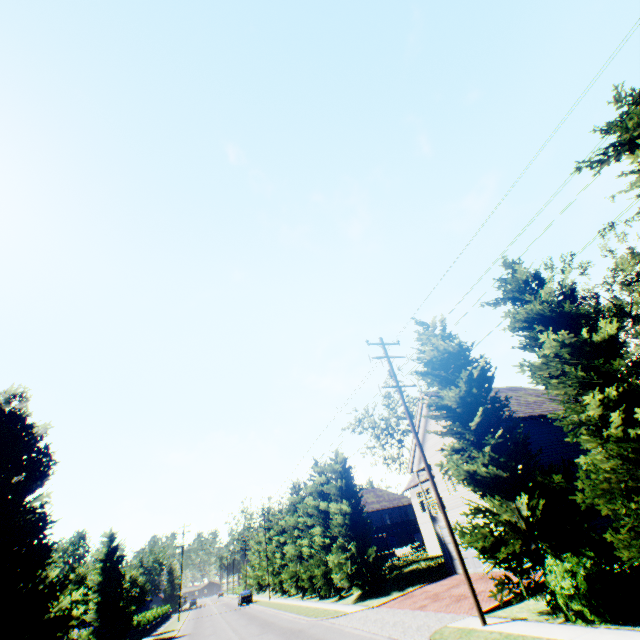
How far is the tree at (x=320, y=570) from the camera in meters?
24.6 m

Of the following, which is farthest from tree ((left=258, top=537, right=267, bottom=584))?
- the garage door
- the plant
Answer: the garage door

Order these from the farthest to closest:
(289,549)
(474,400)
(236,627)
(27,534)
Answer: (289,549), (236,627), (27,534), (474,400)

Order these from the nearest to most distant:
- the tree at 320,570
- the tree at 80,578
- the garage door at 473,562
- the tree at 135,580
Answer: the garage door at 473,562 → the tree at 320,570 → the tree at 80,578 → the tree at 135,580

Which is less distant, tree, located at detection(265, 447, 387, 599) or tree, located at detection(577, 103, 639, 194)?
tree, located at detection(577, 103, 639, 194)

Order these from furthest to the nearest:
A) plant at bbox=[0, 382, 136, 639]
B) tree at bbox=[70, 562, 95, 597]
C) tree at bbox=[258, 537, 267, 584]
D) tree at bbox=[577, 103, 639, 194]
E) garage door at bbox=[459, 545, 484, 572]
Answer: tree at bbox=[258, 537, 267, 584] < tree at bbox=[70, 562, 95, 597] < garage door at bbox=[459, 545, 484, 572] < plant at bbox=[0, 382, 136, 639] < tree at bbox=[577, 103, 639, 194]
